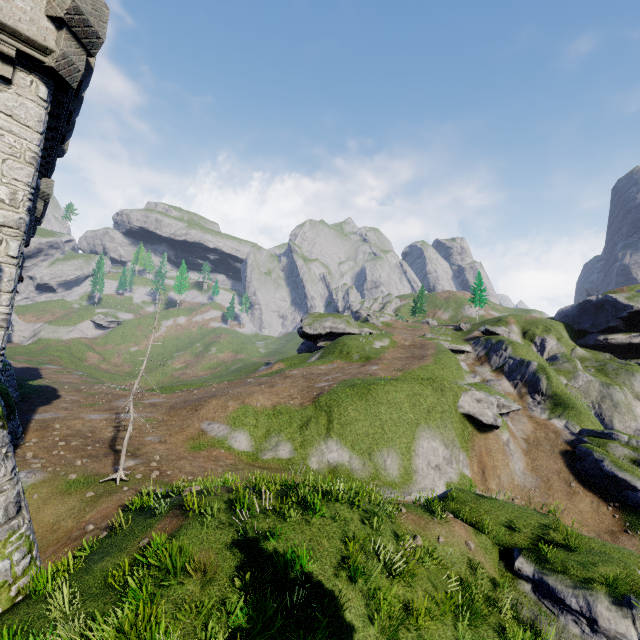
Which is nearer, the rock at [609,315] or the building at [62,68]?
the building at [62,68]

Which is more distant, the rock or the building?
the rock

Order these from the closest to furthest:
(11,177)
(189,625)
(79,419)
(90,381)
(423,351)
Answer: (189,625) < (11,177) < (79,419) < (423,351) < (90,381)
